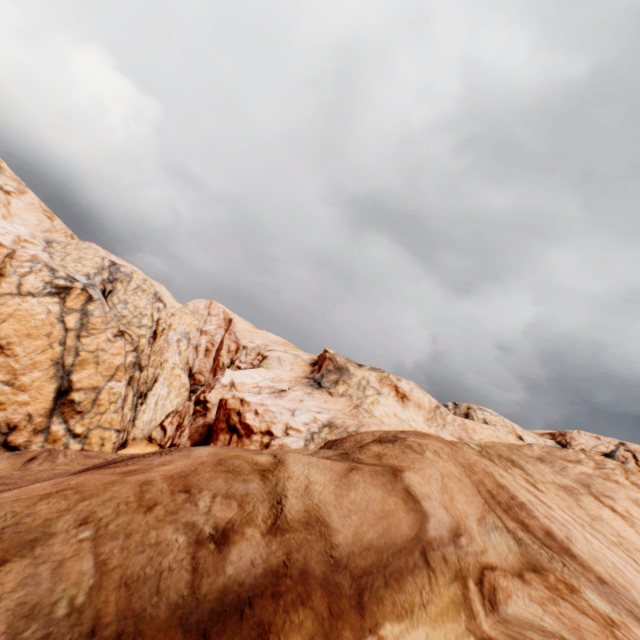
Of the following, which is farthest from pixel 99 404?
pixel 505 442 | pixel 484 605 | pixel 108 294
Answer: pixel 505 442
